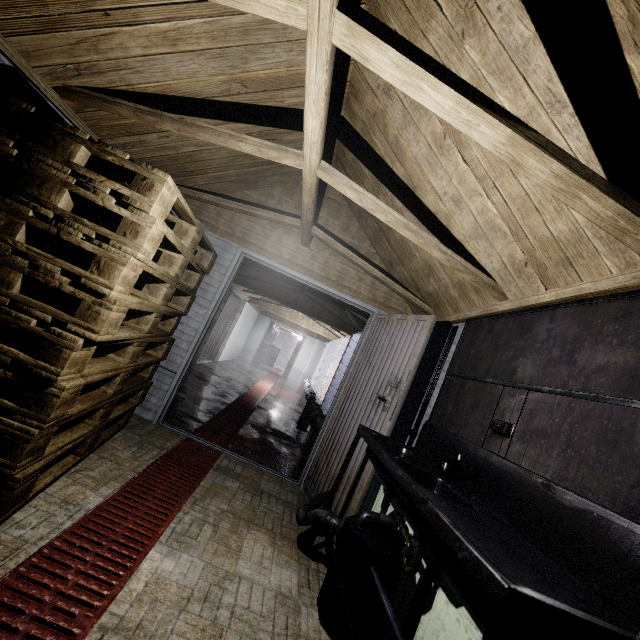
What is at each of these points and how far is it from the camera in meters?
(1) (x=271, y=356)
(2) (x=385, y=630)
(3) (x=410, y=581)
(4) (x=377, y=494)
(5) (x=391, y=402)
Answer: (1) barrel, 15.7 m
(2) radiator, 1.7 m
(3) radiator, 1.7 m
(4) radiator, 2.5 m
(5) door, 2.6 m

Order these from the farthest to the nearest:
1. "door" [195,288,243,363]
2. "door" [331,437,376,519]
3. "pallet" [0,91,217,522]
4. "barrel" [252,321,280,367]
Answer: "barrel" [252,321,280,367], "door" [195,288,243,363], "door" [331,437,376,519], "pallet" [0,91,217,522]

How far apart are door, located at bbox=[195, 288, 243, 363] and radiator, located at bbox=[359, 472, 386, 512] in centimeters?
591cm

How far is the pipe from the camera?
3.7m

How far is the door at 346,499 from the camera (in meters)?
2.40

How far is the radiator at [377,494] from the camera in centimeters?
245cm

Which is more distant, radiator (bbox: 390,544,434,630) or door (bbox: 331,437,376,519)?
door (bbox: 331,437,376,519)

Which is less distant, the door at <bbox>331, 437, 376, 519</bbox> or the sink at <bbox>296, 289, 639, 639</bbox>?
the sink at <bbox>296, 289, 639, 639</bbox>
